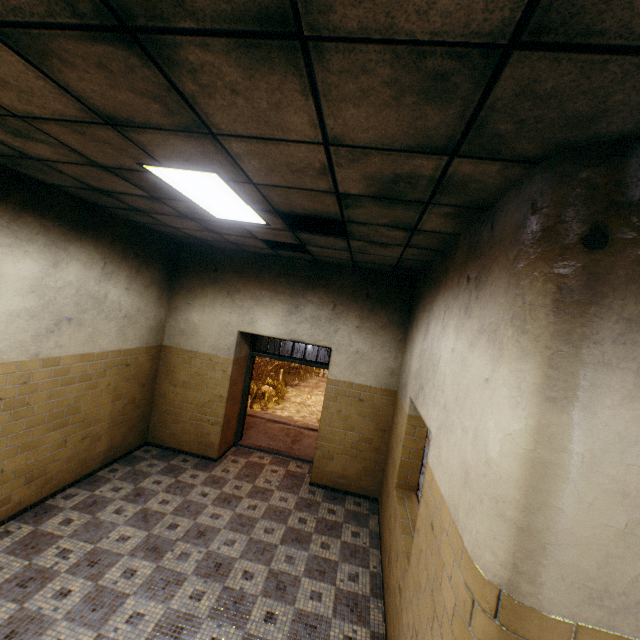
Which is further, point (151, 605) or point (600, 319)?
point (151, 605)

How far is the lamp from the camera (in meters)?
2.49

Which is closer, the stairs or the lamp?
the lamp

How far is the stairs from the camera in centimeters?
721cm

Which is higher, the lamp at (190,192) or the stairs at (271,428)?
the lamp at (190,192)

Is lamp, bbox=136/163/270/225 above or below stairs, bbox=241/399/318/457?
A: above

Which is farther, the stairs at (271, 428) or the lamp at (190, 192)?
the stairs at (271, 428)
